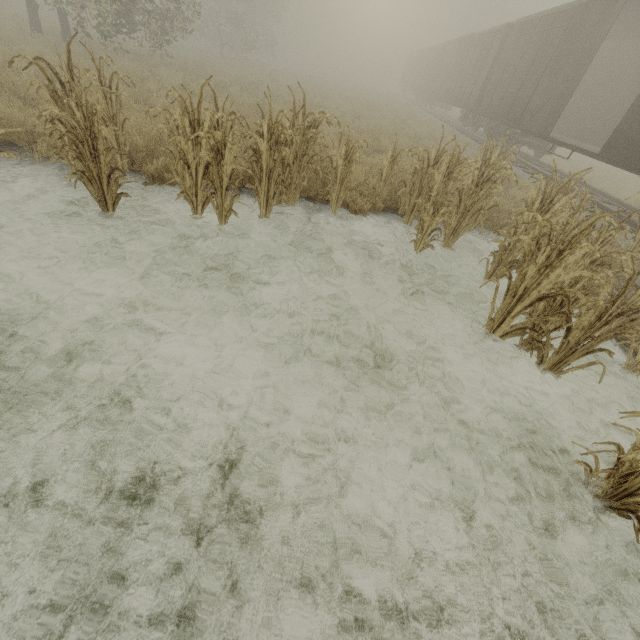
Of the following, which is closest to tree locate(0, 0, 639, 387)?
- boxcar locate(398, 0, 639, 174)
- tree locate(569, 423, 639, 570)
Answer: tree locate(569, 423, 639, 570)

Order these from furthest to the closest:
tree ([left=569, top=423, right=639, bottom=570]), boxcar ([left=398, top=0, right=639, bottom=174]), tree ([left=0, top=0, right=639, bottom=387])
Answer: boxcar ([left=398, top=0, right=639, bottom=174]), tree ([left=0, top=0, right=639, bottom=387]), tree ([left=569, top=423, right=639, bottom=570])

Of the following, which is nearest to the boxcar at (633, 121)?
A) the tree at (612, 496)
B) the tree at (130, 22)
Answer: the tree at (612, 496)

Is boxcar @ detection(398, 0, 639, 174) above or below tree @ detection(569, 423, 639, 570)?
above

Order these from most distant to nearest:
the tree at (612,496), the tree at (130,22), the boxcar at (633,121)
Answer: the boxcar at (633,121) → the tree at (130,22) → the tree at (612,496)

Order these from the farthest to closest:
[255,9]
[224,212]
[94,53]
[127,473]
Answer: [255,9] → [94,53] → [224,212] → [127,473]

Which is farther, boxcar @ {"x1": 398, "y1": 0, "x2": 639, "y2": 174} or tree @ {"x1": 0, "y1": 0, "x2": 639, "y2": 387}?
boxcar @ {"x1": 398, "y1": 0, "x2": 639, "y2": 174}

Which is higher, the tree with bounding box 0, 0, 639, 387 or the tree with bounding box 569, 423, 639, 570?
the tree with bounding box 0, 0, 639, 387
